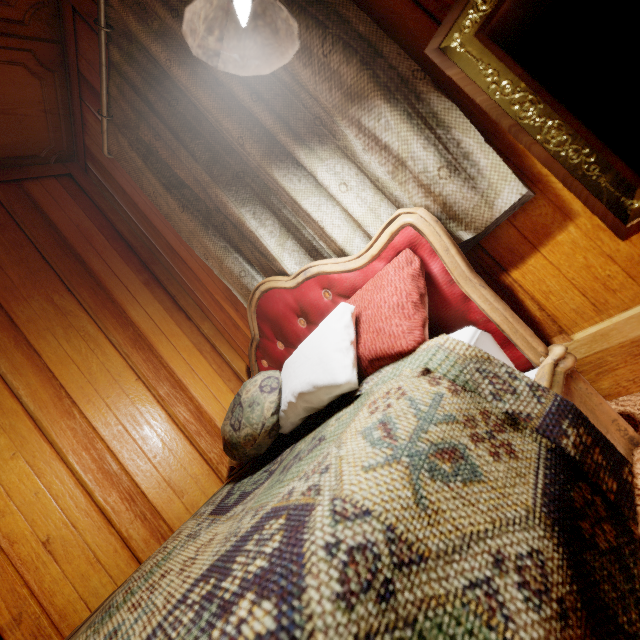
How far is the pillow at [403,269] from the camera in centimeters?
75cm

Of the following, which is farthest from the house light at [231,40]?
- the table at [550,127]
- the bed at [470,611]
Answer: the bed at [470,611]

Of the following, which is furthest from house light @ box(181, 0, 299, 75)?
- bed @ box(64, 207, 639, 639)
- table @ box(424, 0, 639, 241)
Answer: bed @ box(64, 207, 639, 639)

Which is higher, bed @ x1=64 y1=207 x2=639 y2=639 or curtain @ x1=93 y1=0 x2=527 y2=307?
curtain @ x1=93 y1=0 x2=527 y2=307

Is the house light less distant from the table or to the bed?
the table

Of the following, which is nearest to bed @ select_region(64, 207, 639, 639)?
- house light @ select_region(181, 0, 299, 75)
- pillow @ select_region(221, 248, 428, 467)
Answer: pillow @ select_region(221, 248, 428, 467)

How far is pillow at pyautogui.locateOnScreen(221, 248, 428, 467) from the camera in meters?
0.8 m

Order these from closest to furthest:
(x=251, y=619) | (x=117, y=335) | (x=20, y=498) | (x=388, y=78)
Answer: (x=251, y=619) < (x=388, y=78) < (x=20, y=498) < (x=117, y=335)
